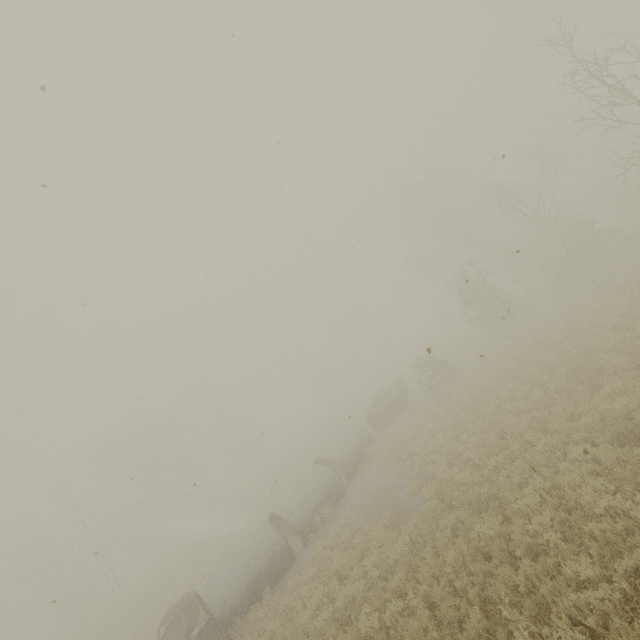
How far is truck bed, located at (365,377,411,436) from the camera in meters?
21.1

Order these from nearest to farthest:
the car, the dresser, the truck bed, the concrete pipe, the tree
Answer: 1. the dresser
2. the concrete pipe
3. the car
4. the truck bed
5. the tree

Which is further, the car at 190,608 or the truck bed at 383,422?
the truck bed at 383,422

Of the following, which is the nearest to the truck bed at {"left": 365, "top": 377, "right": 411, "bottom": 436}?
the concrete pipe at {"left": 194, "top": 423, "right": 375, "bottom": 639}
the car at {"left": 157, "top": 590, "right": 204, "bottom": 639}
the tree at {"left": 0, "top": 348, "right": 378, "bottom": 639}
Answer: the concrete pipe at {"left": 194, "top": 423, "right": 375, "bottom": 639}

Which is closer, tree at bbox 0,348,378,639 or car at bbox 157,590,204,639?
car at bbox 157,590,204,639

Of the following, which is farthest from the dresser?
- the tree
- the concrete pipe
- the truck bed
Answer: the tree

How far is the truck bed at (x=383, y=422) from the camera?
21.06m

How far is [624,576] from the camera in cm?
486
